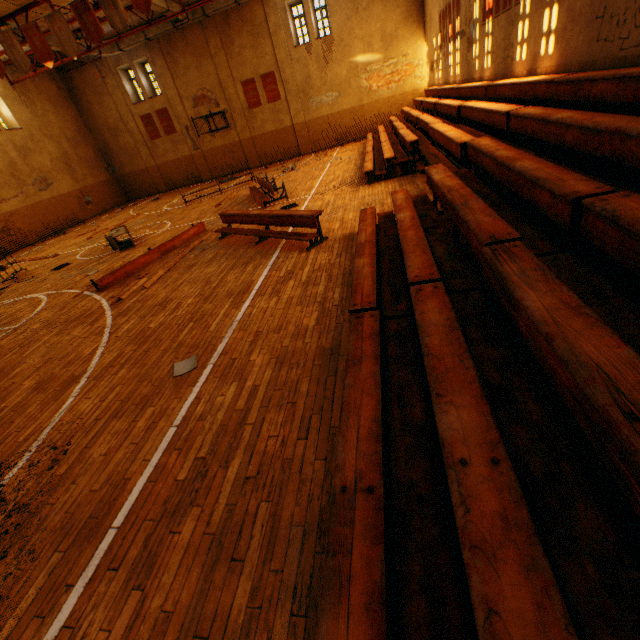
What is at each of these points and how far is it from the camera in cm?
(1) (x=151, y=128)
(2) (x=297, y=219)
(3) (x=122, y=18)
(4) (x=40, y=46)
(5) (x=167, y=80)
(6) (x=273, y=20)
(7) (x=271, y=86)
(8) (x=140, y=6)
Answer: (1) banner, 2320
(2) bleachers, 708
(3) banner, 1035
(4) banner, 1109
(5) wall pilaster, 2131
(6) wall pilaster, 1891
(7) banner, 2084
(8) banner, 1014

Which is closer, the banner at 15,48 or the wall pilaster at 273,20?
the banner at 15,48

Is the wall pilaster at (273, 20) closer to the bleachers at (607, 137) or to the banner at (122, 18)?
the bleachers at (607, 137)

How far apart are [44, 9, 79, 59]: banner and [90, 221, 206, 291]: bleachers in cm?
656

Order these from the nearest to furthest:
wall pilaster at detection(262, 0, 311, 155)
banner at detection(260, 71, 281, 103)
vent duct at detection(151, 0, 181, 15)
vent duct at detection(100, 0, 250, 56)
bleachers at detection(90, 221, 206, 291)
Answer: bleachers at detection(90, 221, 206, 291) < vent duct at detection(151, 0, 181, 15) < vent duct at detection(100, 0, 250, 56) < wall pilaster at detection(262, 0, 311, 155) < banner at detection(260, 71, 281, 103)

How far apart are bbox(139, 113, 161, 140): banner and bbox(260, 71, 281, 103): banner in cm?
834

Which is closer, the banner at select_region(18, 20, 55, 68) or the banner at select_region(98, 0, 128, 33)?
the banner at select_region(98, 0, 128, 33)

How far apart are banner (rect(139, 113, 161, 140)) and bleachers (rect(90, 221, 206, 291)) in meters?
17.7
